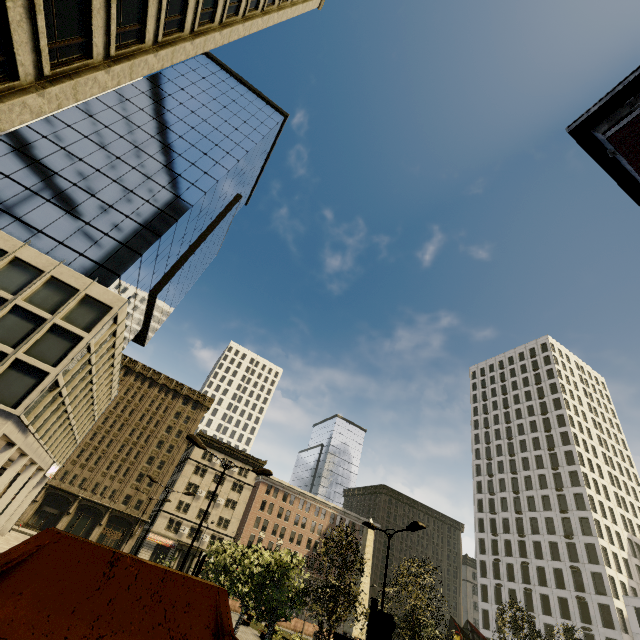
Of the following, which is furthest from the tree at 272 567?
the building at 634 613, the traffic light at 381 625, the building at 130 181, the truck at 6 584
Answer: the building at 634 613

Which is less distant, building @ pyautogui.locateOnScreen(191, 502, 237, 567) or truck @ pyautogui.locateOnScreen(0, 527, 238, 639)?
truck @ pyautogui.locateOnScreen(0, 527, 238, 639)

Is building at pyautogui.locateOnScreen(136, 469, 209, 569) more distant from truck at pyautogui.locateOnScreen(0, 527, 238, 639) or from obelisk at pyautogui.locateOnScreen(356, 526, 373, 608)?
obelisk at pyautogui.locateOnScreen(356, 526, 373, 608)

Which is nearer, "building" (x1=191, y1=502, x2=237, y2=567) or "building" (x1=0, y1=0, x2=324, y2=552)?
"building" (x1=0, y1=0, x2=324, y2=552)

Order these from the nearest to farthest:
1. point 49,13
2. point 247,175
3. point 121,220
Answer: point 49,13 → point 121,220 → point 247,175

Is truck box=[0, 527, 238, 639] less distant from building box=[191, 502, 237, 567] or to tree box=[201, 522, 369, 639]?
tree box=[201, 522, 369, 639]

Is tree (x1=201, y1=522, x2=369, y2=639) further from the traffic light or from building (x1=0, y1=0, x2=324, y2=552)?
the traffic light

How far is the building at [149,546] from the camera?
52.7m
